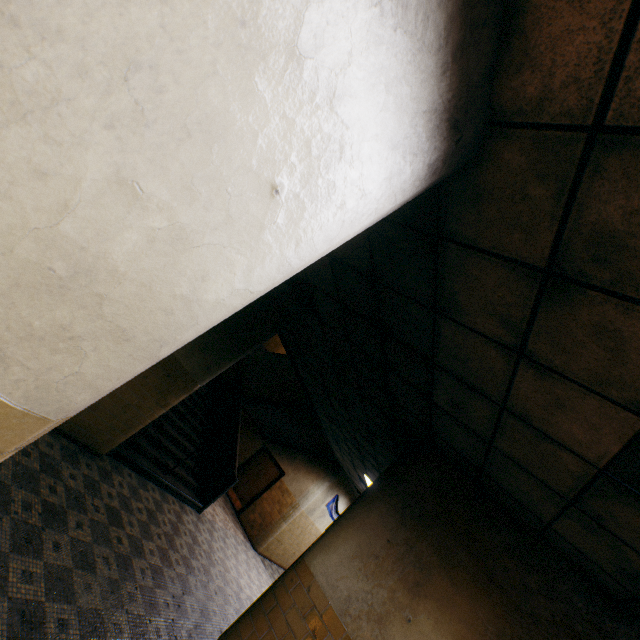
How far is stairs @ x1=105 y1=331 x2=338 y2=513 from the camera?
7.10m

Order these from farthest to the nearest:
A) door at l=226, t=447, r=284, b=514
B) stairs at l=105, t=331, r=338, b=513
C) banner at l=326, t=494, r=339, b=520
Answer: banner at l=326, t=494, r=339, b=520
door at l=226, t=447, r=284, b=514
stairs at l=105, t=331, r=338, b=513

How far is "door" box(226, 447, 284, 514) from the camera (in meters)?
12.16

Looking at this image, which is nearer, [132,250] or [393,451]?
[132,250]

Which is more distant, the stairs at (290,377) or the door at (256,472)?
the door at (256,472)

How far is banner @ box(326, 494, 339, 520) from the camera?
12.8 meters

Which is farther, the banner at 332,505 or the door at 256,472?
the banner at 332,505

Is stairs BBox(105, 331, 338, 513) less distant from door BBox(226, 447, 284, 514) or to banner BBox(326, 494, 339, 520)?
door BBox(226, 447, 284, 514)
